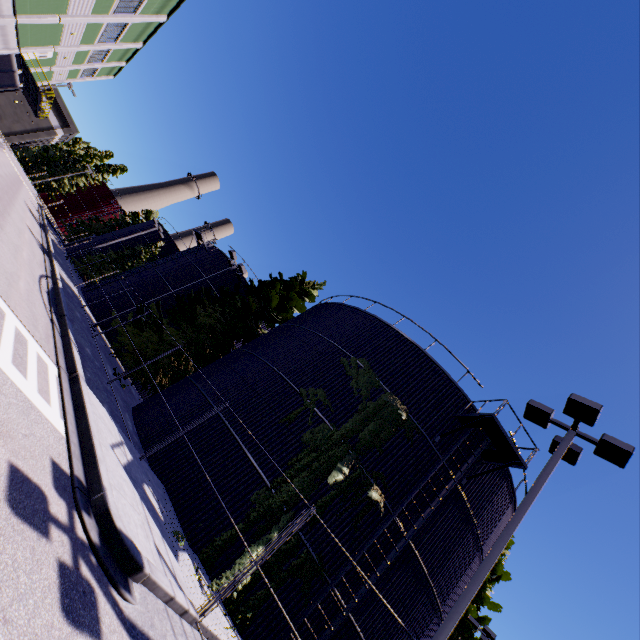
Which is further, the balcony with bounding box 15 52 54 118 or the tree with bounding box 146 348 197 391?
the balcony with bounding box 15 52 54 118

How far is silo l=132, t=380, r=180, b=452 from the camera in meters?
12.7

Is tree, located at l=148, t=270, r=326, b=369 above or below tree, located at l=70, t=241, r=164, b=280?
above

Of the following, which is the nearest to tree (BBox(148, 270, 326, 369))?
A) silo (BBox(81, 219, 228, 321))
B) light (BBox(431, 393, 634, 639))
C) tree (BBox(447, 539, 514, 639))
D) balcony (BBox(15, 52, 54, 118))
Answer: silo (BBox(81, 219, 228, 321))

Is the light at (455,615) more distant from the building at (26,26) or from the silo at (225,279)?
the building at (26,26)

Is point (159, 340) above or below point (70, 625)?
above

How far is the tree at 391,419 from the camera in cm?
1137

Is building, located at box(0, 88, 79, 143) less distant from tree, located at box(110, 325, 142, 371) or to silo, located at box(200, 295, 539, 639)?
tree, located at box(110, 325, 142, 371)
